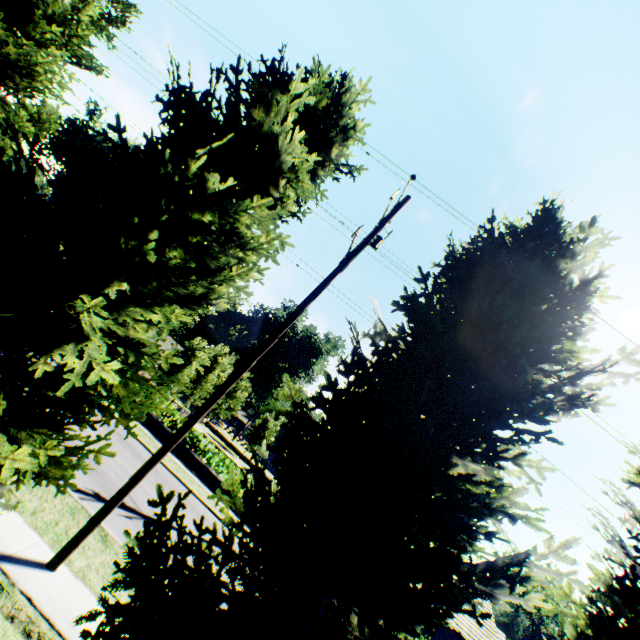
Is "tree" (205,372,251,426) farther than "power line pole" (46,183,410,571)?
Yes

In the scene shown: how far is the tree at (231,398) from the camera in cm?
4038

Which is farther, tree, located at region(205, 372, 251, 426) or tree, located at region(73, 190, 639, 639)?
tree, located at region(205, 372, 251, 426)

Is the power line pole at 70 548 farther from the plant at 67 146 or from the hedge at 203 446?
the plant at 67 146

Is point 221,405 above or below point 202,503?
above

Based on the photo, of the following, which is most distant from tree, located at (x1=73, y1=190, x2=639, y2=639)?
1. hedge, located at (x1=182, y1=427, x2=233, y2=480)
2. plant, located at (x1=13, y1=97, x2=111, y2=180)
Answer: hedge, located at (x1=182, y1=427, x2=233, y2=480)

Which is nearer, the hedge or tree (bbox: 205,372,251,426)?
the hedge
